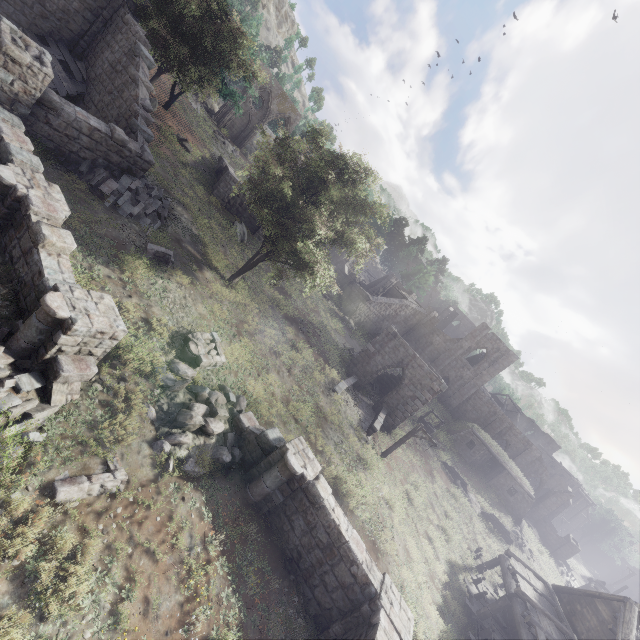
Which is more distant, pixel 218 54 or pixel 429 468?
pixel 429 468

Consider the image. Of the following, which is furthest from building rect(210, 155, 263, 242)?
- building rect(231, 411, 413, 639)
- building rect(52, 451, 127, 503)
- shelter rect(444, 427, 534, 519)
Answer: shelter rect(444, 427, 534, 519)

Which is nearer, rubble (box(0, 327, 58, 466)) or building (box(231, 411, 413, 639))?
rubble (box(0, 327, 58, 466))

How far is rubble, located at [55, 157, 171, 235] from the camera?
13.73m

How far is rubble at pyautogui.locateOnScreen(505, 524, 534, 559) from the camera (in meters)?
27.60

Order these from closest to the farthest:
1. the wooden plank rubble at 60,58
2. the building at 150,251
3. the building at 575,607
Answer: the building at 150,251, the building at 575,607, the wooden plank rubble at 60,58

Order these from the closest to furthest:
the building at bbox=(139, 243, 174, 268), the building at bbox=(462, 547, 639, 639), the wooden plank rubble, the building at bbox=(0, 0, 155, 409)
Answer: the building at bbox=(0, 0, 155, 409)
the building at bbox=(139, 243, 174, 268)
the building at bbox=(462, 547, 639, 639)
the wooden plank rubble

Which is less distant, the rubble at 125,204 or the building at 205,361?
the building at 205,361
